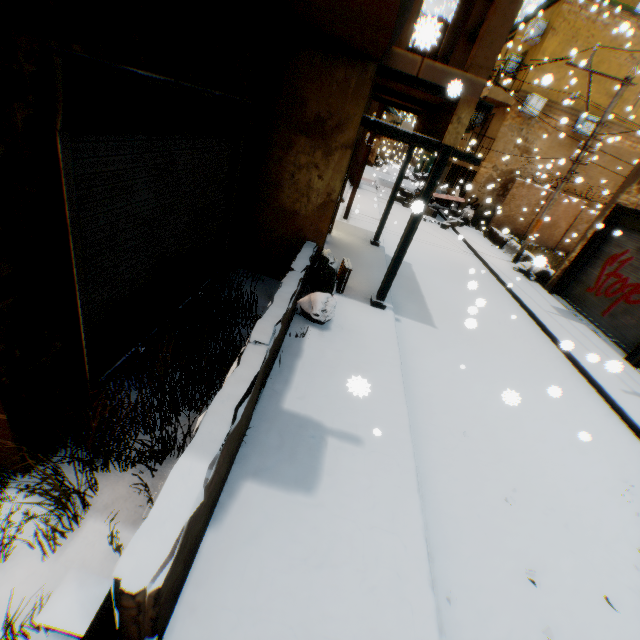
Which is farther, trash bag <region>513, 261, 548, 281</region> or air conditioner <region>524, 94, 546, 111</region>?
air conditioner <region>524, 94, 546, 111</region>

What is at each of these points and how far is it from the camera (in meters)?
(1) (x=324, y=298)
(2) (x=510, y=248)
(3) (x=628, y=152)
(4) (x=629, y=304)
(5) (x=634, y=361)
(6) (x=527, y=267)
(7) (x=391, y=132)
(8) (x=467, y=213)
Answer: (1) trash bag, 5.47
(2) concrete block, 15.92
(3) building, 17.78
(4) rolling overhead door, 9.19
(5) building, 8.23
(6) trash bag, 13.31
(7) wooden beam, 5.30
(8) trash bag, 19.84

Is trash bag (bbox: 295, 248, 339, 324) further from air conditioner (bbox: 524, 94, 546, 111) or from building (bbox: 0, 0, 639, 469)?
air conditioner (bbox: 524, 94, 546, 111)

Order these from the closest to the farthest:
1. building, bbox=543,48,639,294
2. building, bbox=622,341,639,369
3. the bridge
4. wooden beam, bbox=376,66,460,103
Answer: the bridge
wooden beam, bbox=376,66,460,103
building, bbox=622,341,639,369
building, bbox=543,48,639,294

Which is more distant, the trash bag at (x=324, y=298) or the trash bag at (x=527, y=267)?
the trash bag at (x=324, y=298)

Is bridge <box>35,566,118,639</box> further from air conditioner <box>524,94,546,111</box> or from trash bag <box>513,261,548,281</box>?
trash bag <box>513,261,548,281</box>

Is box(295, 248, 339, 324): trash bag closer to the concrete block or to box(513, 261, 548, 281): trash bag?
box(513, 261, 548, 281): trash bag

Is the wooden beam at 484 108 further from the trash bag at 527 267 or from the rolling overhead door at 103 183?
the trash bag at 527 267
